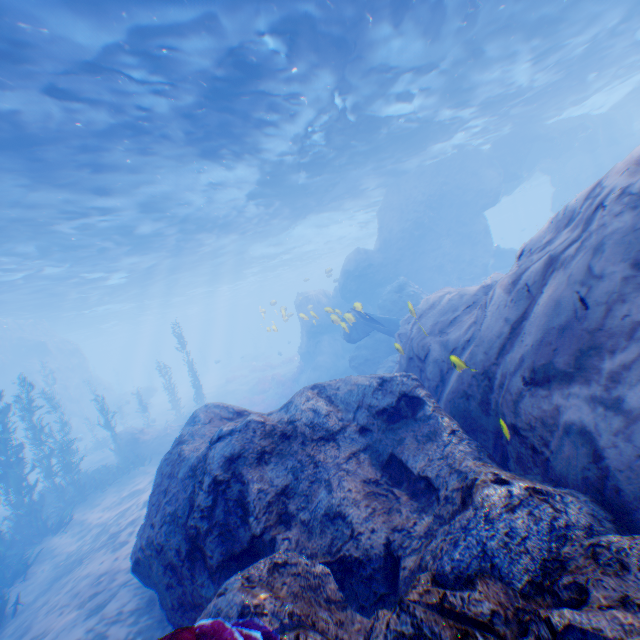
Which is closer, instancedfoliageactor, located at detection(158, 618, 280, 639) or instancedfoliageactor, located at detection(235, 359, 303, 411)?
instancedfoliageactor, located at detection(158, 618, 280, 639)

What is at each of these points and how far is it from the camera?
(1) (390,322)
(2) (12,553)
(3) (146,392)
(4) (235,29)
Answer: (1) plane, 16.8 meters
(2) instancedfoliageactor, 11.1 meters
(3) rock, 36.6 meters
(4) light, 8.5 meters

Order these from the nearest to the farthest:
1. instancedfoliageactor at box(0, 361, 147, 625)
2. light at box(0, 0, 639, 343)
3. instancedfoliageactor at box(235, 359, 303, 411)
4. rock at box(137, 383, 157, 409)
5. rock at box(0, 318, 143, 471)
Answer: light at box(0, 0, 639, 343) → instancedfoliageactor at box(0, 361, 147, 625) → instancedfoliageactor at box(235, 359, 303, 411) → rock at box(0, 318, 143, 471) → rock at box(137, 383, 157, 409)

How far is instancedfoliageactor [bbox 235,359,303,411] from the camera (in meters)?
25.83

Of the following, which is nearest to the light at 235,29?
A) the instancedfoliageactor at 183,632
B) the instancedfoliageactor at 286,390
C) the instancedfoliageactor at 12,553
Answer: the instancedfoliageactor at 286,390

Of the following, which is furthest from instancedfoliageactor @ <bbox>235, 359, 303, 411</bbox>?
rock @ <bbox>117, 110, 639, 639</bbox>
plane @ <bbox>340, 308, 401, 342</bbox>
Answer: plane @ <bbox>340, 308, 401, 342</bbox>

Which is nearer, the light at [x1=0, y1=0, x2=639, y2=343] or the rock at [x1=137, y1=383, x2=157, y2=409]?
the light at [x1=0, y1=0, x2=639, y2=343]

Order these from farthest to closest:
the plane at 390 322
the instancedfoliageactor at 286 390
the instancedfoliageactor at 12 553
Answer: the instancedfoliageactor at 286 390 → the plane at 390 322 → the instancedfoliageactor at 12 553
